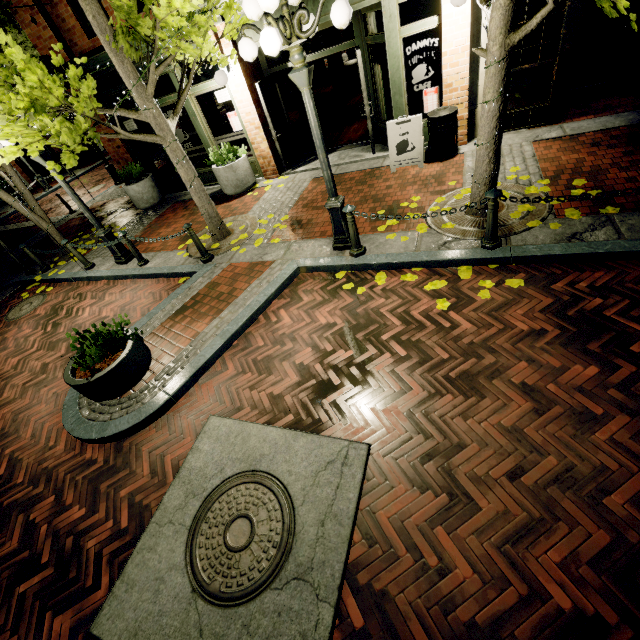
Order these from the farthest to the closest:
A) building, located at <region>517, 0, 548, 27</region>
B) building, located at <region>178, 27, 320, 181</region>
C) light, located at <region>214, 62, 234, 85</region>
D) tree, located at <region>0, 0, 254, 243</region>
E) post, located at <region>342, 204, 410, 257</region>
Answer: building, located at <region>178, 27, 320, 181</region>, light, located at <region>214, 62, 234, 85</region>, building, located at <region>517, 0, 548, 27</region>, post, located at <region>342, 204, 410, 257</region>, tree, located at <region>0, 0, 254, 243</region>

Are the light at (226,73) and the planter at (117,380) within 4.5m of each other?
no

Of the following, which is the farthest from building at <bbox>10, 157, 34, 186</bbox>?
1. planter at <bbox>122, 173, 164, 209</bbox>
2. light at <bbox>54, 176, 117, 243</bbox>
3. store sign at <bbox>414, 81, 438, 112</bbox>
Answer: store sign at <bbox>414, 81, 438, 112</bbox>

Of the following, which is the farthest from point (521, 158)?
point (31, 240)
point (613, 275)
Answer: point (31, 240)

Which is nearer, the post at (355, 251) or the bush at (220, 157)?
the post at (355, 251)

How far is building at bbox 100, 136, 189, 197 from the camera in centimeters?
1025cm

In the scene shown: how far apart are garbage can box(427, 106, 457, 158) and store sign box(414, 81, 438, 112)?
0.11m

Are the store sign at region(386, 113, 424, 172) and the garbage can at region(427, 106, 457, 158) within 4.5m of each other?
yes
